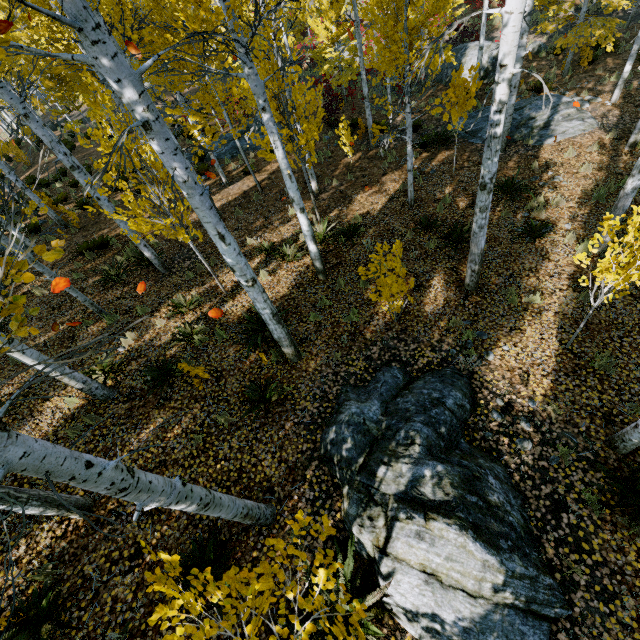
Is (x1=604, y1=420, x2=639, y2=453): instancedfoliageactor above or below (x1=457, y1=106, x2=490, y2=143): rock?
above

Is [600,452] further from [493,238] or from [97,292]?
[97,292]

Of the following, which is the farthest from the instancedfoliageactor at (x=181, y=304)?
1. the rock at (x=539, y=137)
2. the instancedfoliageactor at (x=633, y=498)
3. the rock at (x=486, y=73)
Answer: the rock at (x=486, y=73)

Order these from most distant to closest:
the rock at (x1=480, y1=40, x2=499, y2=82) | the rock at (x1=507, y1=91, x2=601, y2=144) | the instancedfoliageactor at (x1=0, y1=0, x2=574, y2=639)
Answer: the rock at (x1=480, y1=40, x2=499, y2=82) → the rock at (x1=507, y1=91, x2=601, y2=144) → the instancedfoliageactor at (x1=0, y1=0, x2=574, y2=639)

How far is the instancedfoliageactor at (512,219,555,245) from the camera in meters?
7.9 m

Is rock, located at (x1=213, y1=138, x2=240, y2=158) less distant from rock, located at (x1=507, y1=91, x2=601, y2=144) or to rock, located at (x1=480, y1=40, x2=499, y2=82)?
rock, located at (x1=507, y1=91, x2=601, y2=144)

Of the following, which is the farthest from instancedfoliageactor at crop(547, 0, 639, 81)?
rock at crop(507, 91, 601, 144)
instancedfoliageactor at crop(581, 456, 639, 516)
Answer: rock at crop(507, 91, 601, 144)

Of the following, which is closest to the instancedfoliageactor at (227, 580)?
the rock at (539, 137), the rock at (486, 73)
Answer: the rock at (539, 137)
